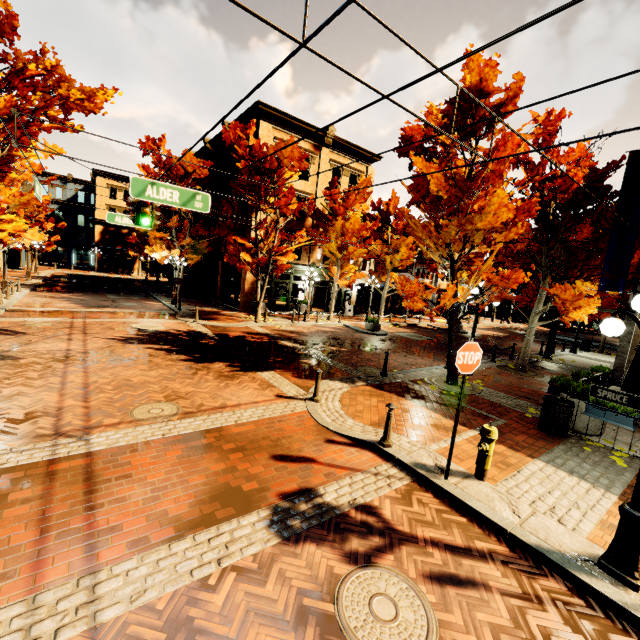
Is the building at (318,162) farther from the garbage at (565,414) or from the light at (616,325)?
the light at (616,325)

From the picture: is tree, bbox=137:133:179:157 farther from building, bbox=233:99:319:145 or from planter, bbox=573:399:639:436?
planter, bbox=573:399:639:436

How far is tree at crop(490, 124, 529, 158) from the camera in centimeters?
870cm

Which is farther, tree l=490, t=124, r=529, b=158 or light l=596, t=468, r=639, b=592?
tree l=490, t=124, r=529, b=158

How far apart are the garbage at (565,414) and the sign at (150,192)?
9.49m

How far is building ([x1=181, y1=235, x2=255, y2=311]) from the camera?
23.2 meters

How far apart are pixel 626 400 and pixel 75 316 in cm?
1987

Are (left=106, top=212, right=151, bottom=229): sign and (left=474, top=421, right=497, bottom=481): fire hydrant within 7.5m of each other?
no
